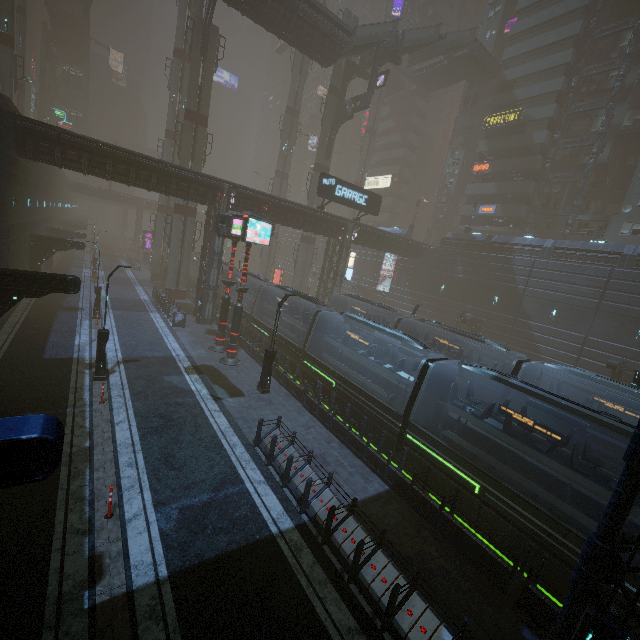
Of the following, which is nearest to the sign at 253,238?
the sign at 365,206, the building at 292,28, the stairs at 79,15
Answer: the building at 292,28

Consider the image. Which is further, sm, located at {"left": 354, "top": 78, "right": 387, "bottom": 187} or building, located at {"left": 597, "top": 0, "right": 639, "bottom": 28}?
sm, located at {"left": 354, "top": 78, "right": 387, "bottom": 187}

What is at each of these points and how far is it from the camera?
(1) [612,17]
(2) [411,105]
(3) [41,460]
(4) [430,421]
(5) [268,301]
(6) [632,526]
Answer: (1) building, 38.25m
(2) building, 59.50m
(3) building, 4.36m
(4) train, 14.24m
(5) train, 25.55m
(6) train, 9.78m

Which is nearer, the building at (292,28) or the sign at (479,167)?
the building at (292,28)

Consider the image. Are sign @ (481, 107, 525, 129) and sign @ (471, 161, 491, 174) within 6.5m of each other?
yes

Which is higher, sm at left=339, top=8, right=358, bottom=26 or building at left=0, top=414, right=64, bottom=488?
sm at left=339, top=8, right=358, bottom=26

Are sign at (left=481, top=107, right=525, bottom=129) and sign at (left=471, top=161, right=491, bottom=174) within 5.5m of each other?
yes

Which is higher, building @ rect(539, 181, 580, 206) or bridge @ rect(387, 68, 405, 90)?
bridge @ rect(387, 68, 405, 90)
